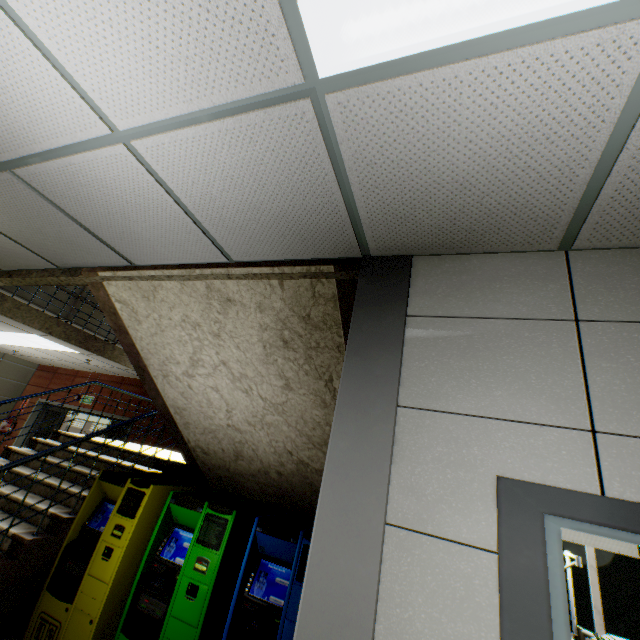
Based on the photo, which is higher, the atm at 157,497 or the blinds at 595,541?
the blinds at 595,541

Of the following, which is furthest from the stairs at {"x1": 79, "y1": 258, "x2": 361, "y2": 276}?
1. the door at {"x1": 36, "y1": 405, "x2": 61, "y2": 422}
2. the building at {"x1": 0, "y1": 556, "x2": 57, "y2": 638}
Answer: the door at {"x1": 36, "y1": 405, "x2": 61, "y2": 422}

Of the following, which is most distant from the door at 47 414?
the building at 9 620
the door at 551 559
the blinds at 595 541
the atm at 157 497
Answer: the door at 551 559

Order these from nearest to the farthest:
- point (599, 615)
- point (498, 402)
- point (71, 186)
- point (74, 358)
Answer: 1. point (498, 402)
2. point (71, 186)
3. point (599, 615)
4. point (74, 358)

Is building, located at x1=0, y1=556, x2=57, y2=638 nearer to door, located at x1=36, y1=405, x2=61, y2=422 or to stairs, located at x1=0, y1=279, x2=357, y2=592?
stairs, located at x1=0, y1=279, x2=357, y2=592

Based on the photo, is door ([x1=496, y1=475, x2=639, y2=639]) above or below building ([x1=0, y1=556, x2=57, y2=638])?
above

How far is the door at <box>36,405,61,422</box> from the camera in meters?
9.7

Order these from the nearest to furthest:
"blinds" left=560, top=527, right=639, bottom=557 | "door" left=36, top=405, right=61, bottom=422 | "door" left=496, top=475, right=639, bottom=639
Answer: "door" left=496, top=475, right=639, bottom=639
"blinds" left=560, top=527, right=639, bottom=557
"door" left=36, top=405, right=61, bottom=422
